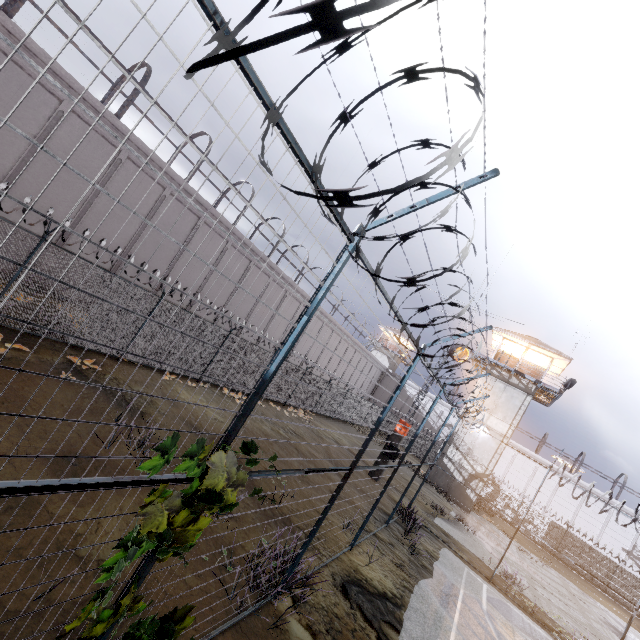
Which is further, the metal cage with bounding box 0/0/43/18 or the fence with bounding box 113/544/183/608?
the metal cage with bounding box 0/0/43/18

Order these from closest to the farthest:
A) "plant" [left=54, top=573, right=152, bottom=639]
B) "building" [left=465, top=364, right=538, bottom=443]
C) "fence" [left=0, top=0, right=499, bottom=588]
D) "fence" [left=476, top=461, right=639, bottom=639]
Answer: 1. "fence" [left=0, top=0, right=499, bottom=588]
2. "plant" [left=54, top=573, right=152, bottom=639]
3. "fence" [left=476, top=461, right=639, bottom=639]
4. "building" [left=465, top=364, right=538, bottom=443]

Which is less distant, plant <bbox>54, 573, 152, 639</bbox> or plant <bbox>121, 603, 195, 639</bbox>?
plant <bbox>54, 573, 152, 639</bbox>

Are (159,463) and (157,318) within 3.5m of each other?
no

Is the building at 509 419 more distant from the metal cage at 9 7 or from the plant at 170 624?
the plant at 170 624

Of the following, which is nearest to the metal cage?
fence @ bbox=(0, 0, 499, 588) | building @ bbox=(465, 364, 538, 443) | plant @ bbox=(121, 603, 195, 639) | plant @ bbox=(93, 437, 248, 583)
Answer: fence @ bbox=(0, 0, 499, 588)

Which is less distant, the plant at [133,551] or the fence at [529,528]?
the plant at [133,551]

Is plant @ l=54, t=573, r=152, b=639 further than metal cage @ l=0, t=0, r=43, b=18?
No
